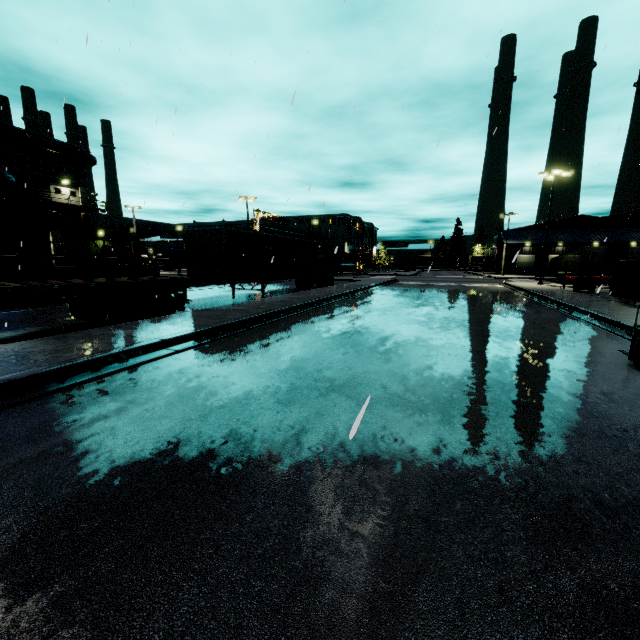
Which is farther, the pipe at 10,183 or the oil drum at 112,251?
the oil drum at 112,251

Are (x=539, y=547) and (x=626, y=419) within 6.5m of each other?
yes

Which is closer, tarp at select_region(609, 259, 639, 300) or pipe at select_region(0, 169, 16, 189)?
tarp at select_region(609, 259, 639, 300)

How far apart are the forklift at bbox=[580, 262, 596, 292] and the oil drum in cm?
3524

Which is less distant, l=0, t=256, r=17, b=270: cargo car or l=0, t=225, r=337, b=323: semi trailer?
l=0, t=225, r=337, b=323: semi trailer

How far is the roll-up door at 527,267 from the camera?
58.8m

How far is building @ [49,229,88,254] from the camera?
28.95m
